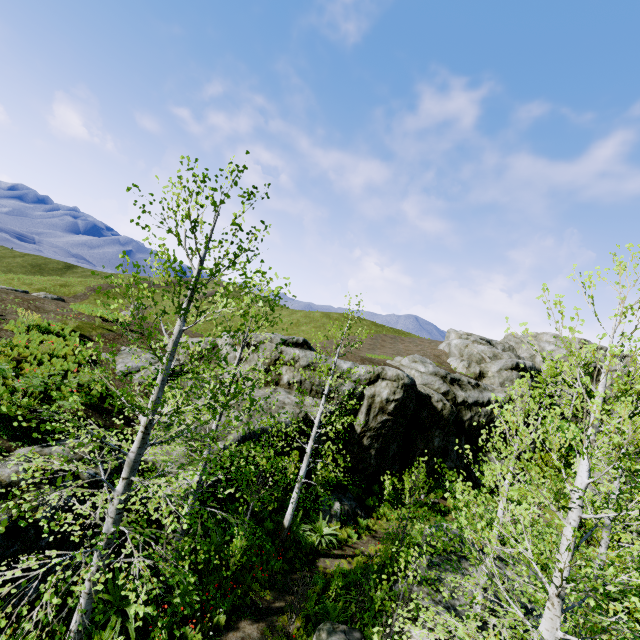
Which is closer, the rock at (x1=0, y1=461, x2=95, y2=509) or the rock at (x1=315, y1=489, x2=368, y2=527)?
the rock at (x1=0, y1=461, x2=95, y2=509)

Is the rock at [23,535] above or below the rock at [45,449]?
below

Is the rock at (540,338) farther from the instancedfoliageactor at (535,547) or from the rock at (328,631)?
the rock at (328,631)

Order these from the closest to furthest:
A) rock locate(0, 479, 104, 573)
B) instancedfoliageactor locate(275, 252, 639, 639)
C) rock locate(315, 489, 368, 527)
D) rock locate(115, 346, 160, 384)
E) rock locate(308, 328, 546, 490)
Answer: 1. instancedfoliageactor locate(275, 252, 639, 639)
2. rock locate(0, 479, 104, 573)
3. rock locate(115, 346, 160, 384)
4. rock locate(315, 489, 368, 527)
5. rock locate(308, 328, 546, 490)

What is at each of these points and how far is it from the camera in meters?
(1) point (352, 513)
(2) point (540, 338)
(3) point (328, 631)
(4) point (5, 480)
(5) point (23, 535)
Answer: (1) rock, 16.9
(2) rock, 50.3
(3) rock, 8.8
(4) rock, 7.3
(5) rock, 7.0

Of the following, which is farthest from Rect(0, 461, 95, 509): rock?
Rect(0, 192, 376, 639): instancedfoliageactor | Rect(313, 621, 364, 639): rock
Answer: Rect(313, 621, 364, 639): rock

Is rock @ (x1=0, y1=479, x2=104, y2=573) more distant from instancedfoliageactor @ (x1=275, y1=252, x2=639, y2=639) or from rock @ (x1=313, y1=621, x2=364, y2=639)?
rock @ (x1=313, y1=621, x2=364, y2=639)

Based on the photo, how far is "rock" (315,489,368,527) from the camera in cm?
1591
